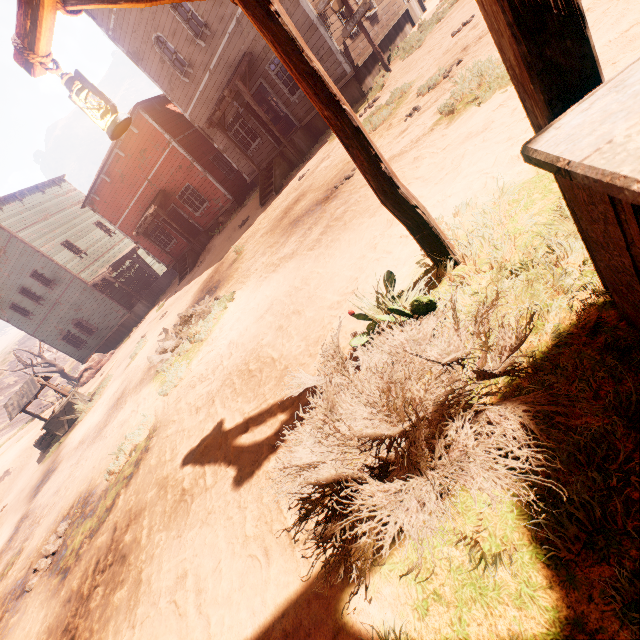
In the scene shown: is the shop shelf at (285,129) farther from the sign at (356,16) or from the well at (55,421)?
the well at (55,421)

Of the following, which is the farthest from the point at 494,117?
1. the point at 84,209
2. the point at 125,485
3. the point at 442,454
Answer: Answer: the point at 84,209

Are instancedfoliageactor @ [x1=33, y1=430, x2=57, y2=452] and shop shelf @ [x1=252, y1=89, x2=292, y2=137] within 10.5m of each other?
no

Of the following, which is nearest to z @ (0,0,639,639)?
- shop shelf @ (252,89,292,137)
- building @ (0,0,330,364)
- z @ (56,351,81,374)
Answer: building @ (0,0,330,364)

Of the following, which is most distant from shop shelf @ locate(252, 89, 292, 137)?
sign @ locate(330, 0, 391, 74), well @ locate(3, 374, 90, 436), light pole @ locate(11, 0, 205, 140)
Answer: light pole @ locate(11, 0, 205, 140)

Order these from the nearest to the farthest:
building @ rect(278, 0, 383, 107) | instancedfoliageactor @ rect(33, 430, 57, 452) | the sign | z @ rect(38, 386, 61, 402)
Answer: the sign, building @ rect(278, 0, 383, 107), instancedfoliageactor @ rect(33, 430, 57, 452), z @ rect(38, 386, 61, 402)

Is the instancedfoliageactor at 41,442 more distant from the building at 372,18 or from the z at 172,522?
the building at 372,18

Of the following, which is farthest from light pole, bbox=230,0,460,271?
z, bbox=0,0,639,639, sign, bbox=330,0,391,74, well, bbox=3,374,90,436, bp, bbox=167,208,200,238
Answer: bp, bbox=167,208,200,238
